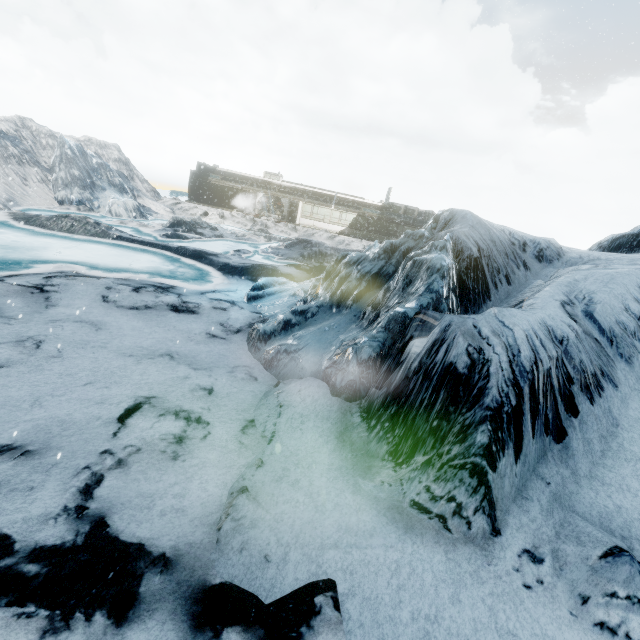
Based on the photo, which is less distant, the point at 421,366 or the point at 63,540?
the point at 63,540
